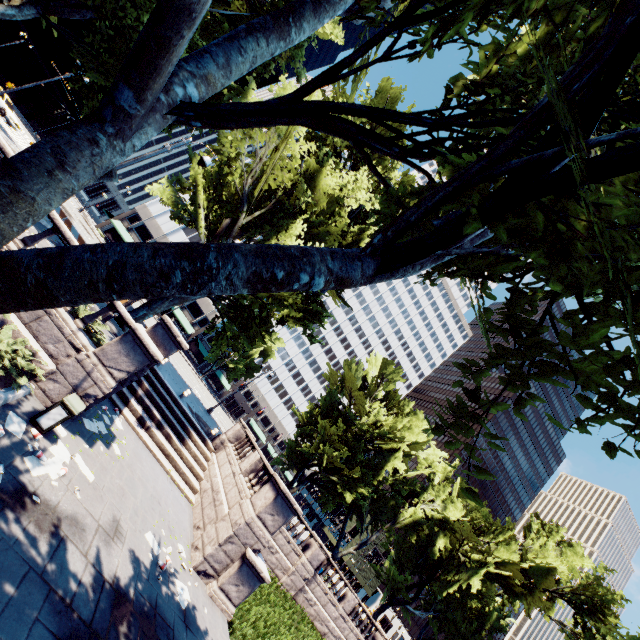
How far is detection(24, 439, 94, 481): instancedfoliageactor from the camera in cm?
721

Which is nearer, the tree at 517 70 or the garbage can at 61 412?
the tree at 517 70

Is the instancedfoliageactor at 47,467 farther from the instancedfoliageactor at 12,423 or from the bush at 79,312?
the bush at 79,312

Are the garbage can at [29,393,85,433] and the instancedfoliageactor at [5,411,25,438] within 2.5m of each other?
yes

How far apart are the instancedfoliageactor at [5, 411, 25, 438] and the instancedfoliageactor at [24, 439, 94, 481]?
0.3 meters

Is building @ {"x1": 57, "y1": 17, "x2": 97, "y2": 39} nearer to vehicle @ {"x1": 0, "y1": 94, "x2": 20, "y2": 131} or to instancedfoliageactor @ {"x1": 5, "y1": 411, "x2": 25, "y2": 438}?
vehicle @ {"x1": 0, "y1": 94, "x2": 20, "y2": 131}

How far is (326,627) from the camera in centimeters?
2305cm

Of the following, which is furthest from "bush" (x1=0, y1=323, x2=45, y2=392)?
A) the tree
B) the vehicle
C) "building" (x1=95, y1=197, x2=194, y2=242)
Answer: "building" (x1=95, y1=197, x2=194, y2=242)
